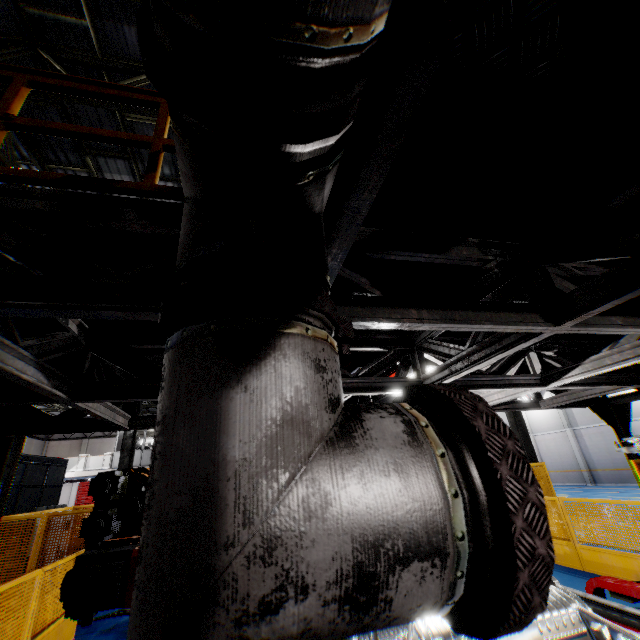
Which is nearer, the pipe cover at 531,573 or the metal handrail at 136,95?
the pipe cover at 531,573

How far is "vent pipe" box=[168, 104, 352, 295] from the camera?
0.8m

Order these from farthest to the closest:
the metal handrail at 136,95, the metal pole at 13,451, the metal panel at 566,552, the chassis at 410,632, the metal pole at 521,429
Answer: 1. the metal pole at 521,429
2. the metal panel at 566,552
3. the metal pole at 13,451
4. the chassis at 410,632
5. the metal handrail at 136,95

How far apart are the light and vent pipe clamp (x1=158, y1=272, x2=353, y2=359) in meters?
3.4

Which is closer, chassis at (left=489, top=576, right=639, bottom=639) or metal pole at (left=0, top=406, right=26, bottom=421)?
chassis at (left=489, top=576, right=639, bottom=639)

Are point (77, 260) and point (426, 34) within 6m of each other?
yes

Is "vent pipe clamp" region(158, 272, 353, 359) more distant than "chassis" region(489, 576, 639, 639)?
No

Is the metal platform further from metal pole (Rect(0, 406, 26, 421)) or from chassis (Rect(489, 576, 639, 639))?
metal pole (Rect(0, 406, 26, 421))
